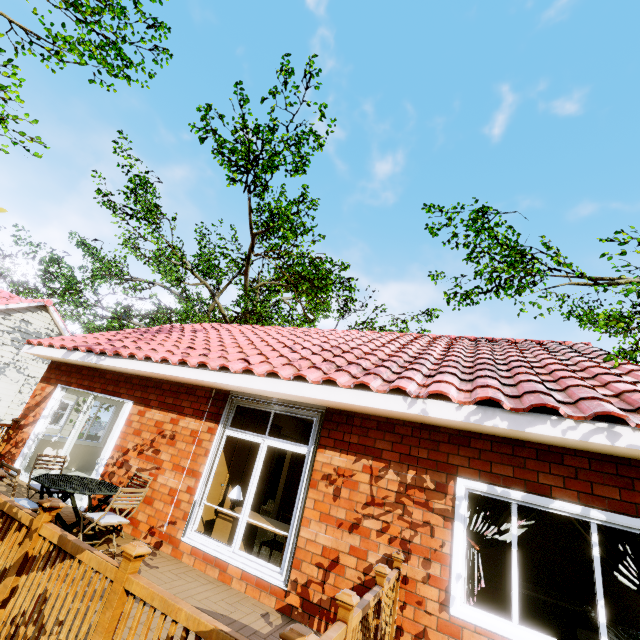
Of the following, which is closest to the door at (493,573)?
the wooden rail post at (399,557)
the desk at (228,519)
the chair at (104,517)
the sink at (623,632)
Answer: the sink at (623,632)

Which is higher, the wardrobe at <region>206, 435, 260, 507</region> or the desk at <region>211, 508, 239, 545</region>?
the wardrobe at <region>206, 435, 260, 507</region>

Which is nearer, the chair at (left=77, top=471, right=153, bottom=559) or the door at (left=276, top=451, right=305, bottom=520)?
the chair at (left=77, top=471, right=153, bottom=559)

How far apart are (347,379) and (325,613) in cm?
293

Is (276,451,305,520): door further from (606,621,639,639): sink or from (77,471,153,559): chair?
(606,621,639,639): sink

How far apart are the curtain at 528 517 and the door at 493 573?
1.3 meters

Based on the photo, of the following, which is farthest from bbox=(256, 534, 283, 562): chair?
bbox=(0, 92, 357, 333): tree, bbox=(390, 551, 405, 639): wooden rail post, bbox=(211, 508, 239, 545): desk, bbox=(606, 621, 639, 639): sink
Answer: bbox=(0, 92, 357, 333): tree

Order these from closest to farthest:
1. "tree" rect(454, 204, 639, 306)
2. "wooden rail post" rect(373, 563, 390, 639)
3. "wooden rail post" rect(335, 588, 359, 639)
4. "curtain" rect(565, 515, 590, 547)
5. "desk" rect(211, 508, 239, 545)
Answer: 1. "wooden rail post" rect(335, 588, 359, 639)
2. "wooden rail post" rect(373, 563, 390, 639)
3. "curtain" rect(565, 515, 590, 547)
4. "desk" rect(211, 508, 239, 545)
5. "tree" rect(454, 204, 639, 306)
